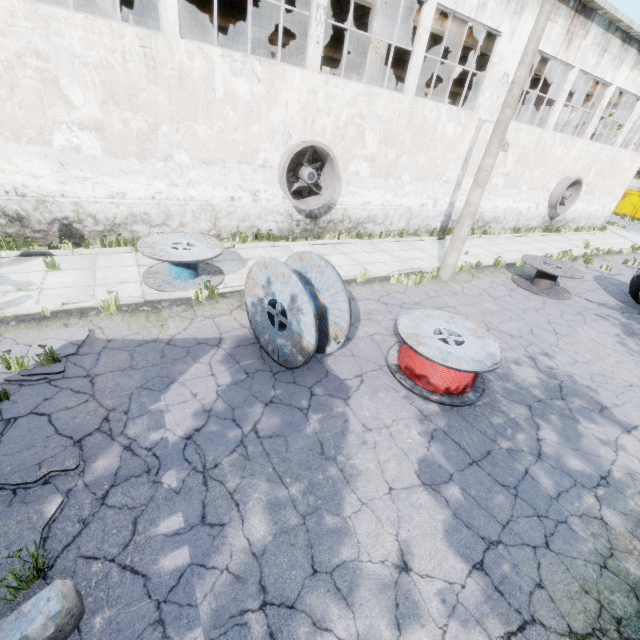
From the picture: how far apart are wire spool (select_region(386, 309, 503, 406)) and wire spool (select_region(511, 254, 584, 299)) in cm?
629

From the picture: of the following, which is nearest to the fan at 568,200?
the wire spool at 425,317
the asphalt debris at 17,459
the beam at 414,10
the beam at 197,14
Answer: the beam at 414,10

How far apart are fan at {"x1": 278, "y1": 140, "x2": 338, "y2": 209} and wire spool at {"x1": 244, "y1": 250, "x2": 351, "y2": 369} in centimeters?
533cm

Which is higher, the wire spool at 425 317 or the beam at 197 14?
the beam at 197 14

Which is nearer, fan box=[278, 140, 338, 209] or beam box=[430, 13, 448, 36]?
fan box=[278, 140, 338, 209]

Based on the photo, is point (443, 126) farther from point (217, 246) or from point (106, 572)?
point (106, 572)

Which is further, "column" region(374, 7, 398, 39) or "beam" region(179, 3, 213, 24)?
Result: "beam" region(179, 3, 213, 24)

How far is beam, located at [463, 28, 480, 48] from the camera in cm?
1482
